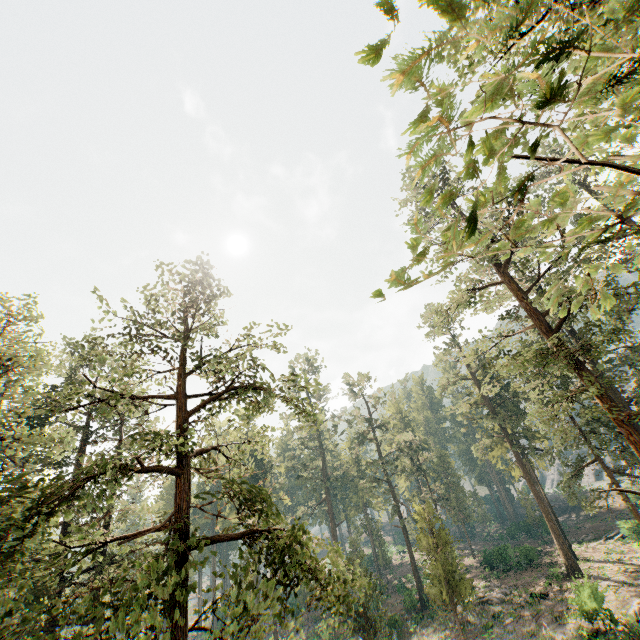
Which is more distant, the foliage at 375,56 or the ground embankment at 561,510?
the ground embankment at 561,510

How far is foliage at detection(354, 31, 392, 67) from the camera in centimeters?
213cm

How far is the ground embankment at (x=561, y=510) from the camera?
56.0m

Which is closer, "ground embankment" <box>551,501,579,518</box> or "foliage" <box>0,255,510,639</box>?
"foliage" <box>0,255,510,639</box>

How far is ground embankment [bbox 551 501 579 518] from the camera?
56.0m

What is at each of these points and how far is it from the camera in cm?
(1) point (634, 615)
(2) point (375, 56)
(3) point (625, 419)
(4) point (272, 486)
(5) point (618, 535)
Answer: (1) foliage, 2238
(2) foliage, 220
(3) foliage, 1634
(4) foliage, 4788
(5) foliage, 3822

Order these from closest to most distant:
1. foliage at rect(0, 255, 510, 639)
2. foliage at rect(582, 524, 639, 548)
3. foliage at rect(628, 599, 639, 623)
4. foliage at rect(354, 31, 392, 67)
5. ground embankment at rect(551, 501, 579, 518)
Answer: foliage at rect(354, 31, 392, 67), foliage at rect(0, 255, 510, 639), foliage at rect(628, 599, 639, 623), foliage at rect(582, 524, 639, 548), ground embankment at rect(551, 501, 579, 518)

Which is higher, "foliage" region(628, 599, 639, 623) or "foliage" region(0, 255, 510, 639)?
"foliage" region(0, 255, 510, 639)
